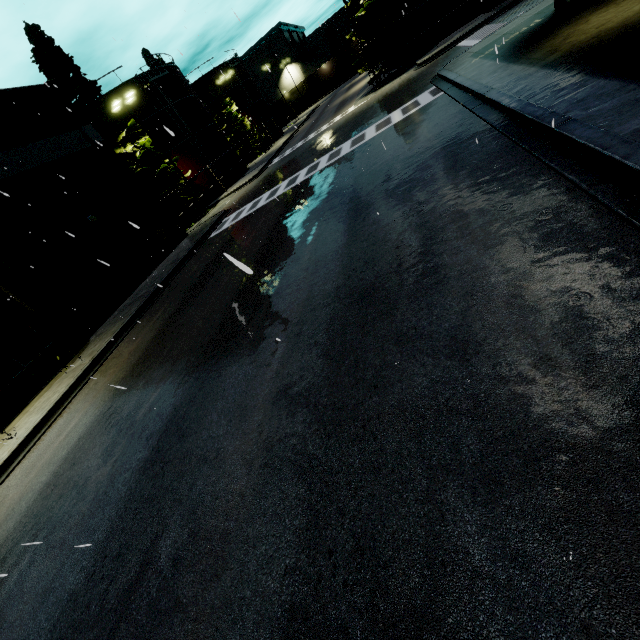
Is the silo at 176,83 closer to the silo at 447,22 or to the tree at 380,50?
the silo at 447,22

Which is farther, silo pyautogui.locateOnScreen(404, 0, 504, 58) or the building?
silo pyautogui.locateOnScreen(404, 0, 504, 58)

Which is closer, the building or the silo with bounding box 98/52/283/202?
the building

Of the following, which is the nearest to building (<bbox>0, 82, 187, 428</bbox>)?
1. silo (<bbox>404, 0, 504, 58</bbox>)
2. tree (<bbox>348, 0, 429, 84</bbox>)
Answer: silo (<bbox>404, 0, 504, 58</bbox>)

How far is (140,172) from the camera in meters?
27.5 m

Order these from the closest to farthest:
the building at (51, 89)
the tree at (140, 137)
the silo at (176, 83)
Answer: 1. the building at (51, 89)
2. the tree at (140, 137)
3. the silo at (176, 83)

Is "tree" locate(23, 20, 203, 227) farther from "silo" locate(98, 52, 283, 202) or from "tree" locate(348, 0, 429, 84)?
"tree" locate(348, 0, 429, 84)

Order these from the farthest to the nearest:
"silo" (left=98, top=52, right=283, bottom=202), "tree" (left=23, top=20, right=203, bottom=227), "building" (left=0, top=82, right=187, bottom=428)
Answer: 1. "silo" (left=98, top=52, right=283, bottom=202)
2. "tree" (left=23, top=20, right=203, bottom=227)
3. "building" (left=0, top=82, right=187, bottom=428)
